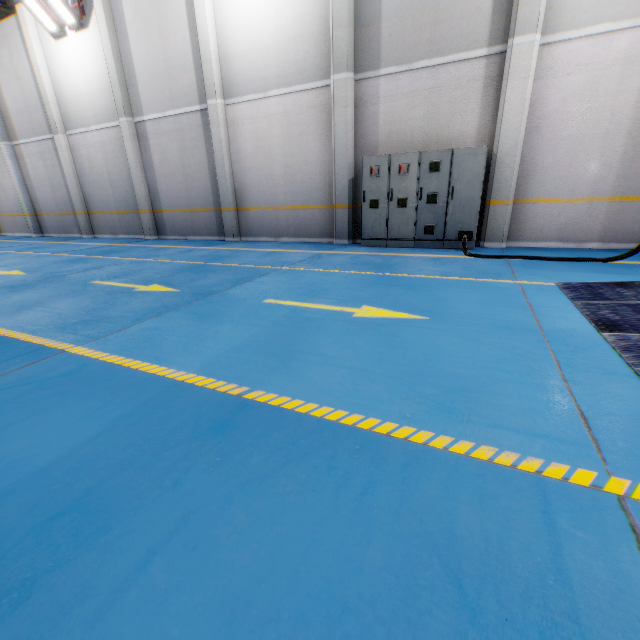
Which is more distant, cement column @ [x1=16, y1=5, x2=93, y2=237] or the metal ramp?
cement column @ [x1=16, y1=5, x2=93, y2=237]

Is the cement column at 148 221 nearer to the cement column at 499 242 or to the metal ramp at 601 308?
the cement column at 499 242

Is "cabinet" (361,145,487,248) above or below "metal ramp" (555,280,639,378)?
above

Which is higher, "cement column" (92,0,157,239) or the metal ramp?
A: "cement column" (92,0,157,239)

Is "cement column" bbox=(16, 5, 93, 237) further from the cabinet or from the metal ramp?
the metal ramp

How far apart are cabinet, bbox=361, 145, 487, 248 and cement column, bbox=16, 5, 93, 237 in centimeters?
1241cm

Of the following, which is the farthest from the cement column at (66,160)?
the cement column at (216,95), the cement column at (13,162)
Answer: the cement column at (216,95)

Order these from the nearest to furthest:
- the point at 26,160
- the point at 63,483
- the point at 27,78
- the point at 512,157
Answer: the point at 63,483 < the point at 512,157 < the point at 27,78 < the point at 26,160
